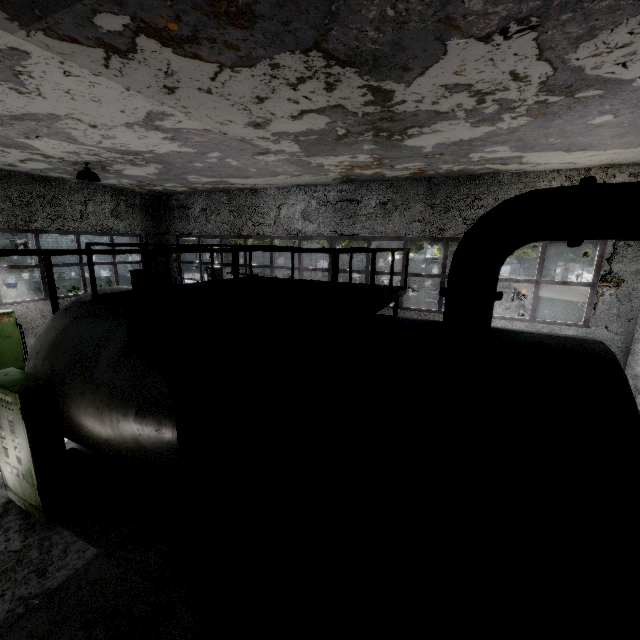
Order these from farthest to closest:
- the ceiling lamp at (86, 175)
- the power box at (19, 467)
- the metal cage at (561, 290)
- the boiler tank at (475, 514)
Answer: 1. the metal cage at (561, 290)
2. the ceiling lamp at (86, 175)
3. the power box at (19, 467)
4. the boiler tank at (475, 514)

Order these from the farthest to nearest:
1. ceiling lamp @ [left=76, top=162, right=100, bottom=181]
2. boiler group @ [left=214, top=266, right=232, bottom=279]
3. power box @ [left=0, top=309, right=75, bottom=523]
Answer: boiler group @ [left=214, top=266, right=232, bottom=279], ceiling lamp @ [left=76, top=162, right=100, bottom=181], power box @ [left=0, top=309, right=75, bottom=523]

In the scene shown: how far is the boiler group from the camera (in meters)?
13.84

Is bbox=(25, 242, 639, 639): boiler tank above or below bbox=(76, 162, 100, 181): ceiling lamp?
below

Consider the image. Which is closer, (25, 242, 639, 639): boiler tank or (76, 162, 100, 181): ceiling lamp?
(25, 242, 639, 639): boiler tank

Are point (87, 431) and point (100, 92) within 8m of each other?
yes

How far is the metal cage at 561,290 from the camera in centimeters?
1145cm

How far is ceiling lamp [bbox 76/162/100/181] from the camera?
8.9m
